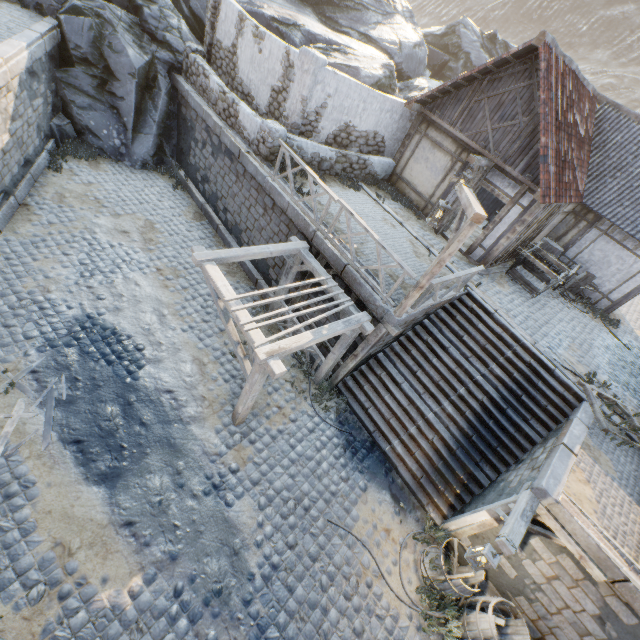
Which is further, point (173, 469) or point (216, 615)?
point (173, 469)

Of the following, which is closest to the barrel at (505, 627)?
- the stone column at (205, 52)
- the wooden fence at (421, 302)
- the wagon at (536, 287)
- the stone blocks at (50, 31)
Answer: the stone blocks at (50, 31)

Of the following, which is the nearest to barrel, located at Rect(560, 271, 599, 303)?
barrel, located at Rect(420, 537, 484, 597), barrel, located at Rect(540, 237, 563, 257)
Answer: barrel, located at Rect(540, 237, 563, 257)

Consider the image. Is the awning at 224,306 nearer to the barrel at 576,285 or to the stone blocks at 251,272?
the stone blocks at 251,272

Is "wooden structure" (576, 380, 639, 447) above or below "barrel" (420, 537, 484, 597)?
above

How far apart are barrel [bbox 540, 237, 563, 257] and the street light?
10.9 meters

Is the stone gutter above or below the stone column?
below

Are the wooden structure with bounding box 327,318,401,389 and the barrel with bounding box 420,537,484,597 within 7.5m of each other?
yes
